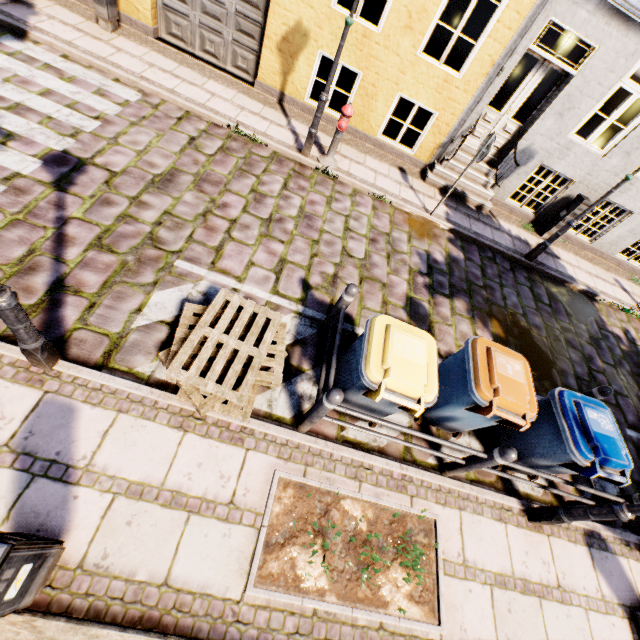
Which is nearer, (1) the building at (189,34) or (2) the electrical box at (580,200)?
(1) the building at (189,34)

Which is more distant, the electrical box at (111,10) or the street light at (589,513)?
the electrical box at (111,10)

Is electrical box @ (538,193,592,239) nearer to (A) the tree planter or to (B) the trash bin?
(B) the trash bin

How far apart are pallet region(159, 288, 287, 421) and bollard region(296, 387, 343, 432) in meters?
0.4

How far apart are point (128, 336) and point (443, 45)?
14.29m

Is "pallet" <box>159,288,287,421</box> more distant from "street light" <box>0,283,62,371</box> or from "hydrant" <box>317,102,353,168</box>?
"hydrant" <box>317,102,353,168</box>

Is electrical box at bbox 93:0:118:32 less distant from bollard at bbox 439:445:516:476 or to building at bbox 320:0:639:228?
building at bbox 320:0:639:228

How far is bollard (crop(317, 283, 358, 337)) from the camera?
3.8m
